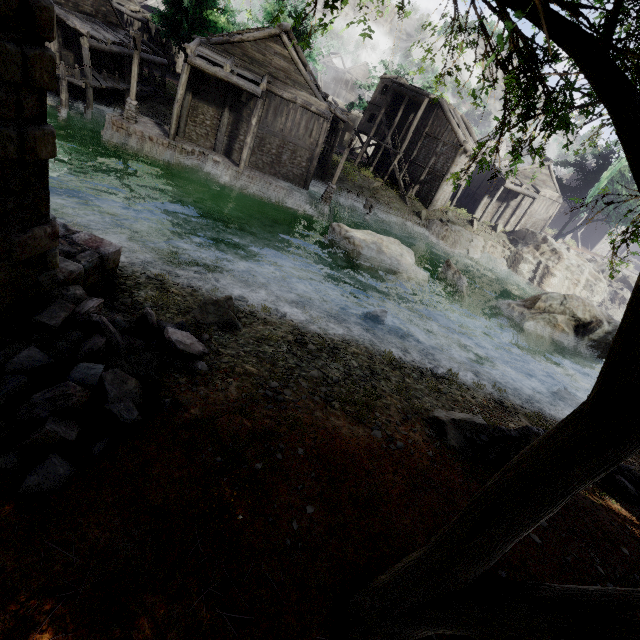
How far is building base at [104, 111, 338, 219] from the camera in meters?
20.5 m

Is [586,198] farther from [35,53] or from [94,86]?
[35,53]

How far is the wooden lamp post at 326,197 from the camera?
22.4 meters

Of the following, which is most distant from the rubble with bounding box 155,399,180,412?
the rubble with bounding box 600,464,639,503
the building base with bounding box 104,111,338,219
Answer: the building base with bounding box 104,111,338,219

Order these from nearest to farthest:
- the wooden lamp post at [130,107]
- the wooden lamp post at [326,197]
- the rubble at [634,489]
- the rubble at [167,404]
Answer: the rubble at [167,404] < the rubble at [634,489] < the wooden lamp post at [130,107] < the wooden lamp post at [326,197]

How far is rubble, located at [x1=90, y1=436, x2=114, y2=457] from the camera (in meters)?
3.81

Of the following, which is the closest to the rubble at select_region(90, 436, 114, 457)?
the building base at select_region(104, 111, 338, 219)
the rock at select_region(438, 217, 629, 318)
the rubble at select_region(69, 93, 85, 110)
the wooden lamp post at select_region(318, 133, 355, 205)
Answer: the building base at select_region(104, 111, 338, 219)
